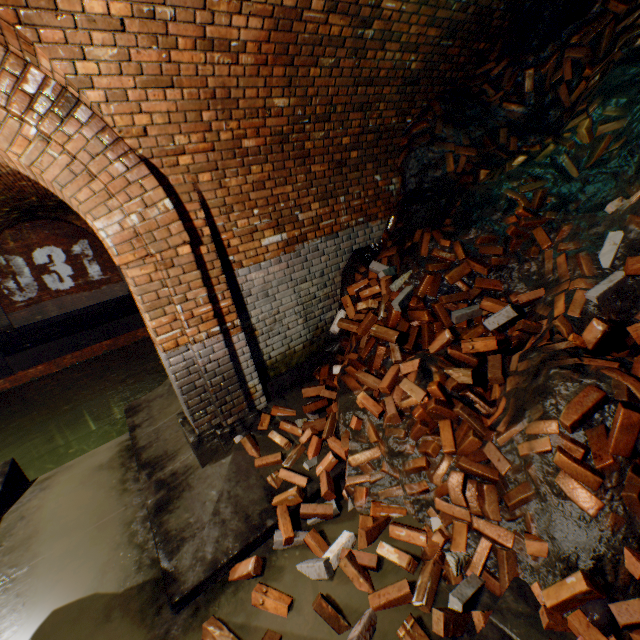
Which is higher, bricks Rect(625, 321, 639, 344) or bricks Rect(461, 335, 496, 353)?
bricks Rect(625, 321, 639, 344)

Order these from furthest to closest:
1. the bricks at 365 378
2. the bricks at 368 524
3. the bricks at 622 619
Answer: the bricks at 365 378 < the bricks at 368 524 < the bricks at 622 619

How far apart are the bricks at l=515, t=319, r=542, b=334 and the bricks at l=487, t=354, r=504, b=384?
0.24m

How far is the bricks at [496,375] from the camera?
2.8 meters

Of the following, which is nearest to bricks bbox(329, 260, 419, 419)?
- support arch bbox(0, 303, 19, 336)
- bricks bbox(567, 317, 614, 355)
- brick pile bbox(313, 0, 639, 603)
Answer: brick pile bbox(313, 0, 639, 603)

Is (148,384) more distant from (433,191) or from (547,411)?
(547,411)

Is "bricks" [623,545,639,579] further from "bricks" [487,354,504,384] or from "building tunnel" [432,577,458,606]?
"bricks" [487,354,504,384]

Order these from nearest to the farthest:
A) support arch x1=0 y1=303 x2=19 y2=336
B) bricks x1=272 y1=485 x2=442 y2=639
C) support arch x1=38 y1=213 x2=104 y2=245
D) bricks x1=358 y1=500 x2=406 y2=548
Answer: bricks x1=272 y1=485 x2=442 y2=639 < bricks x1=358 y1=500 x2=406 y2=548 < support arch x1=38 y1=213 x2=104 y2=245 < support arch x1=0 y1=303 x2=19 y2=336
